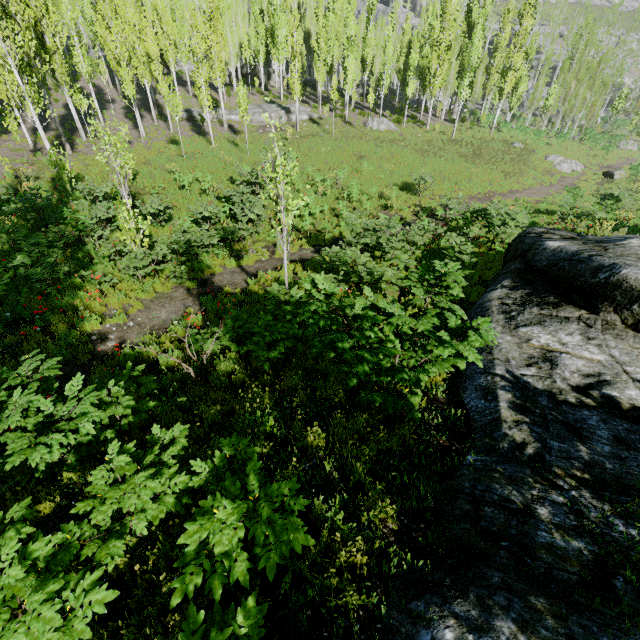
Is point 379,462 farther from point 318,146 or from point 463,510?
point 318,146

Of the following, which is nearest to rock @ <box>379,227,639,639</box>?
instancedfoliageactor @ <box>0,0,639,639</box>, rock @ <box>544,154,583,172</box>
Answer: instancedfoliageactor @ <box>0,0,639,639</box>

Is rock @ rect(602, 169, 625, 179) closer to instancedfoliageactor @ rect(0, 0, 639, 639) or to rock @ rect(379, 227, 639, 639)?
instancedfoliageactor @ rect(0, 0, 639, 639)

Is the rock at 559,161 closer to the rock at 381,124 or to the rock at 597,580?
the rock at 381,124

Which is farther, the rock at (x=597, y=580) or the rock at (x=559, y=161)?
the rock at (x=559, y=161)

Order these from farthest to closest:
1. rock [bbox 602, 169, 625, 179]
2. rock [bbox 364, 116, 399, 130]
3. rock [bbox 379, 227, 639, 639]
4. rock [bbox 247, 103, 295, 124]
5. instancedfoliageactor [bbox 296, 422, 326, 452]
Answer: rock [bbox 364, 116, 399, 130]
rock [bbox 247, 103, 295, 124]
rock [bbox 602, 169, 625, 179]
instancedfoliageactor [bbox 296, 422, 326, 452]
rock [bbox 379, 227, 639, 639]

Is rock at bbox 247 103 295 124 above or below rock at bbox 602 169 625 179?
above

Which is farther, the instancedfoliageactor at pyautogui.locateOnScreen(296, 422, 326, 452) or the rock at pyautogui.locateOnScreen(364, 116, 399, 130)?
the rock at pyautogui.locateOnScreen(364, 116, 399, 130)
